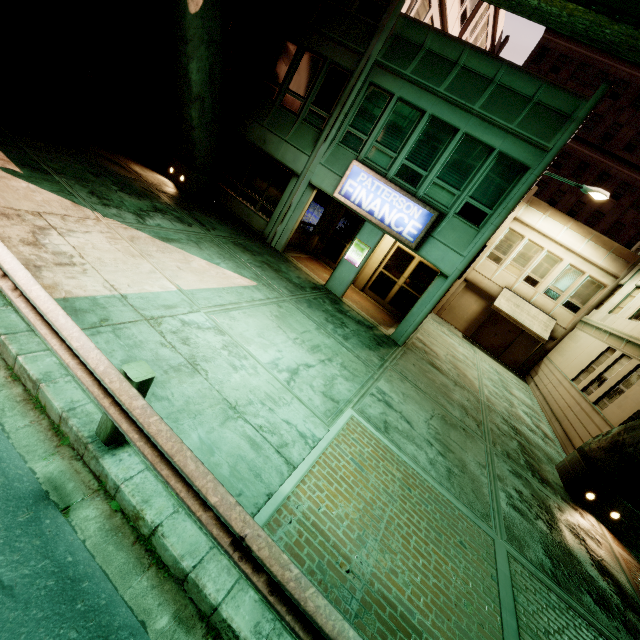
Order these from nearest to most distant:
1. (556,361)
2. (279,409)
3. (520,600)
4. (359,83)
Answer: (520,600)
(279,409)
(359,83)
(556,361)

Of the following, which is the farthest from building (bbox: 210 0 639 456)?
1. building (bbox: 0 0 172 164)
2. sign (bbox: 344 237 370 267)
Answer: building (bbox: 0 0 172 164)

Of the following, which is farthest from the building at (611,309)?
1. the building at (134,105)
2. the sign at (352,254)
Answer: the building at (134,105)

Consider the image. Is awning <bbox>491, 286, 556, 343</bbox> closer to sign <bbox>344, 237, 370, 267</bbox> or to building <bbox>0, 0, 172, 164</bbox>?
sign <bbox>344, 237, 370, 267</bbox>

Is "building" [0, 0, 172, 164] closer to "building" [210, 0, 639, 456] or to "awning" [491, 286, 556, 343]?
"building" [210, 0, 639, 456]

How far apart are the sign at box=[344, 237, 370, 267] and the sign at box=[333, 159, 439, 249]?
1.0 meters

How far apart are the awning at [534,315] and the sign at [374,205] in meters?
11.5

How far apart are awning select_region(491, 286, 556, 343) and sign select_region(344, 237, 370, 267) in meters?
11.7 m
